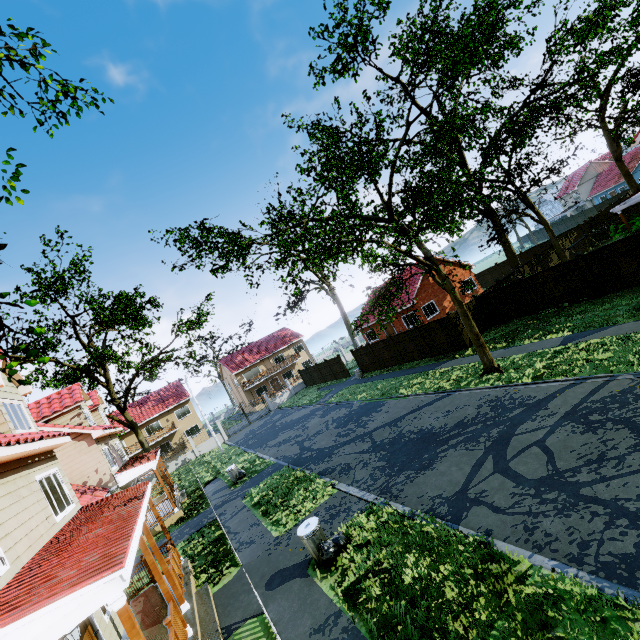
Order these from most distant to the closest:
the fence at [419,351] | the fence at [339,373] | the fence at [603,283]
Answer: the fence at [339,373] → the fence at [419,351] → the fence at [603,283]

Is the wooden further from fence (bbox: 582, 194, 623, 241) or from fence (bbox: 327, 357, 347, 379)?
fence (bbox: 327, 357, 347, 379)

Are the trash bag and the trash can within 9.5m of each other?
yes

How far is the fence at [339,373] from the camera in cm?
3322

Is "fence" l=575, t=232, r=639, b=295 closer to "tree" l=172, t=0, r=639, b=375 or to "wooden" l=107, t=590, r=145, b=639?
"tree" l=172, t=0, r=639, b=375

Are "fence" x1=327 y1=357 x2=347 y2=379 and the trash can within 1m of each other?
no

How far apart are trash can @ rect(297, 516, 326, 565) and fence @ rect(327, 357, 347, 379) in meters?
24.2 m

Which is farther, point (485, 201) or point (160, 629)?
point (485, 201)
